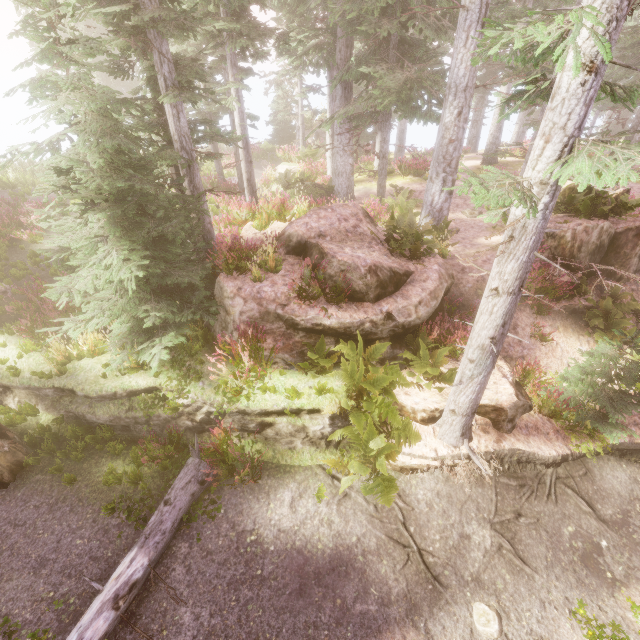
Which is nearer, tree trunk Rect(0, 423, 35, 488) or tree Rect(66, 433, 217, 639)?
tree Rect(66, 433, 217, 639)

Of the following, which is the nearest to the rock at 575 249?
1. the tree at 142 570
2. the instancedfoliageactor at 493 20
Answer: the instancedfoliageactor at 493 20

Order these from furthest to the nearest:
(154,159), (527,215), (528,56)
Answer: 1. (528,56)
2. (154,159)
3. (527,215)

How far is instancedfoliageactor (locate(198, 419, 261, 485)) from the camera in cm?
650

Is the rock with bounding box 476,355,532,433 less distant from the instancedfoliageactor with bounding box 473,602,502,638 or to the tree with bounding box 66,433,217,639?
the instancedfoliageactor with bounding box 473,602,502,638

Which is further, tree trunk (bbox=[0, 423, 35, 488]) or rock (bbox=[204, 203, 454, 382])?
rock (bbox=[204, 203, 454, 382])

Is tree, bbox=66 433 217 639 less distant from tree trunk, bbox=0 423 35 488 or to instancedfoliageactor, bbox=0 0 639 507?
instancedfoliageactor, bbox=0 0 639 507

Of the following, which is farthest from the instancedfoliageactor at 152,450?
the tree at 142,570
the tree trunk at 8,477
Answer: the tree trunk at 8,477
